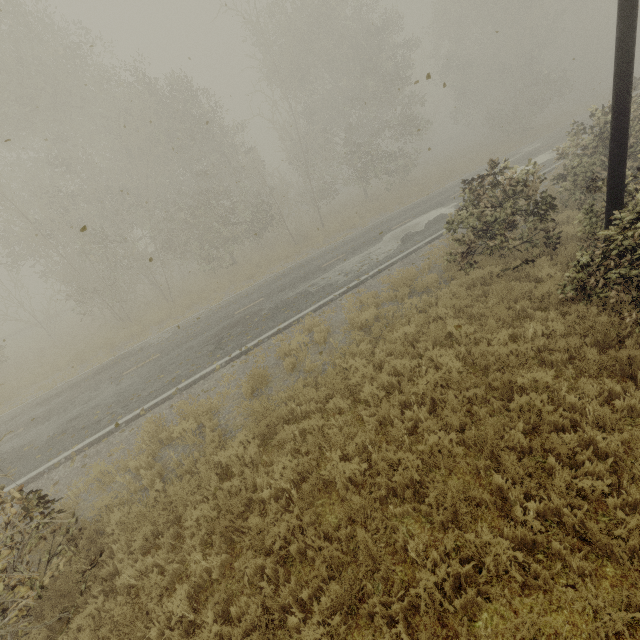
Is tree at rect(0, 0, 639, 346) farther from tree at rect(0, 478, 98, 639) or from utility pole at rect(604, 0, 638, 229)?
tree at rect(0, 478, 98, 639)

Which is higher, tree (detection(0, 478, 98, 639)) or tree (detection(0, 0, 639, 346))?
tree (detection(0, 0, 639, 346))

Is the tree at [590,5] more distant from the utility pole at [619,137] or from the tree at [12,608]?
the tree at [12,608]

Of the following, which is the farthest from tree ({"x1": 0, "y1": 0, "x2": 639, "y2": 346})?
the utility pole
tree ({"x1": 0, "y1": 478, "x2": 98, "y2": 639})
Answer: tree ({"x1": 0, "y1": 478, "x2": 98, "y2": 639})

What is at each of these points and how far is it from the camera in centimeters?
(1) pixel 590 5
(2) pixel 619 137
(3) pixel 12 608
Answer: (1) tree, 5272cm
(2) utility pole, 591cm
(3) tree, 415cm

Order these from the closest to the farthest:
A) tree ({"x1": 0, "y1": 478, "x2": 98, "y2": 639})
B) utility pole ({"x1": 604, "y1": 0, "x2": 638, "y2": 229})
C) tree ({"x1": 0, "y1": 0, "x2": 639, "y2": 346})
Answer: tree ({"x1": 0, "y1": 478, "x2": 98, "y2": 639}), utility pole ({"x1": 604, "y1": 0, "x2": 638, "y2": 229}), tree ({"x1": 0, "y1": 0, "x2": 639, "y2": 346})
